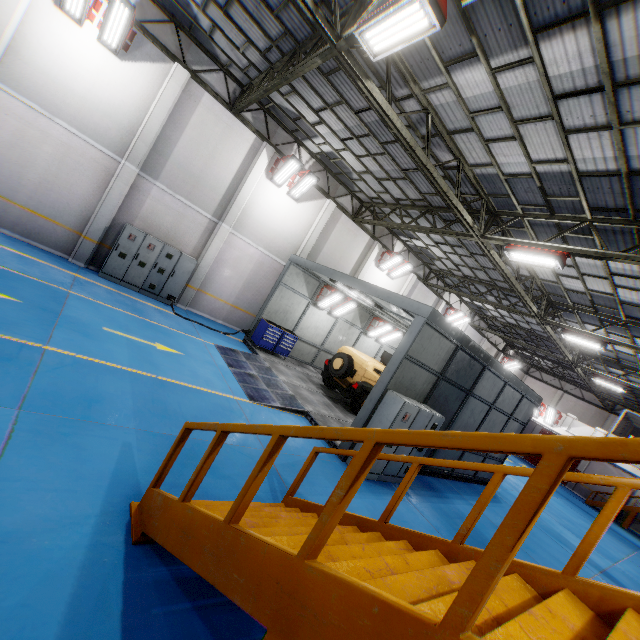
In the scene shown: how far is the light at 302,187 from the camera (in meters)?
13.70

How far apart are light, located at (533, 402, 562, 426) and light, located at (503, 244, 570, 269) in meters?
16.9

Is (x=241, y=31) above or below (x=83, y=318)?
above

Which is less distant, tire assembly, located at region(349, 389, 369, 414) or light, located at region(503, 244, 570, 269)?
light, located at region(503, 244, 570, 269)

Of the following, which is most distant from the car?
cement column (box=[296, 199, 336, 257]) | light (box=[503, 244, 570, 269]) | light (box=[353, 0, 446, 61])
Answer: light (box=[353, 0, 446, 61])

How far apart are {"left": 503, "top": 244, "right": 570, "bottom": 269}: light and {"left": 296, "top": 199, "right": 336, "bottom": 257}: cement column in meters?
8.6

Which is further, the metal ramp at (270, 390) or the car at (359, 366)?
the car at (359, 366)

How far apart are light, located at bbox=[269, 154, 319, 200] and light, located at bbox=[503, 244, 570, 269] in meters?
8.6
